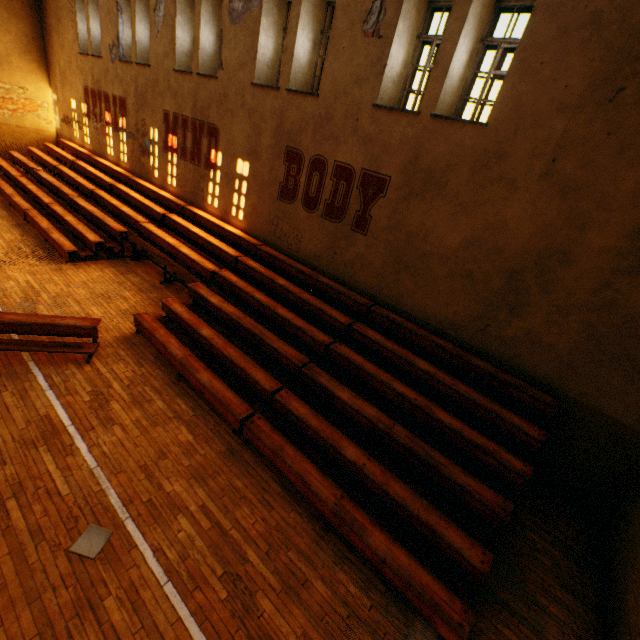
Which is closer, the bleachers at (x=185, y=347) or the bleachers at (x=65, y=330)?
the bleachers at (x=185, y=347)

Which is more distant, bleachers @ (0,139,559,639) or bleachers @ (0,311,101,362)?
bleachers @ (0,311,101,362)

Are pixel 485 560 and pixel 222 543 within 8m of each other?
yes
